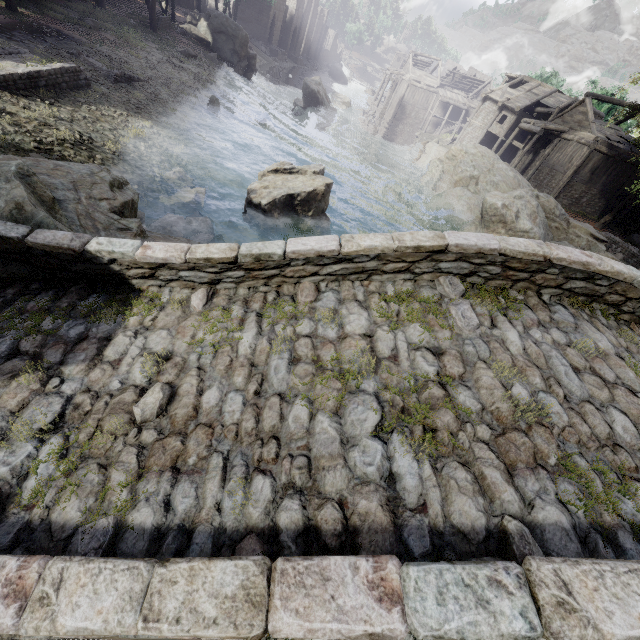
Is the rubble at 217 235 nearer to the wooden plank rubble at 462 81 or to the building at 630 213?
the building at 630 213

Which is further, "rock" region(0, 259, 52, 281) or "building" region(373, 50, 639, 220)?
"building" region(373, 50, 639, 220)

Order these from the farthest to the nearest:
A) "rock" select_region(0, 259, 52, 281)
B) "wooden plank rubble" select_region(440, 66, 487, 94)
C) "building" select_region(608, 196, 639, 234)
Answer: "wooden plank rubble" select_region(440, 66, 487, 94) < "building" select_region(608, 196, 639, 234) < "rock" select_region(0, 259, 52, 281)

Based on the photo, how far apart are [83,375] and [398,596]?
3.86m

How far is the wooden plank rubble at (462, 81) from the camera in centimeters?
5247cm

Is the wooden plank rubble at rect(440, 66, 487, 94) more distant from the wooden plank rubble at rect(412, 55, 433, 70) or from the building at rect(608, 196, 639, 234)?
the wooden plank rubble at rect(412, 55, 433, 70)

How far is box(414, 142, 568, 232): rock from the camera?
21.1m

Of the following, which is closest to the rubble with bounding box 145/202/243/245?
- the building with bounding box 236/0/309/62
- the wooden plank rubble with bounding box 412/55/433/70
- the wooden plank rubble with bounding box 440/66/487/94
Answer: the building with bounding box 236/0/309/62
